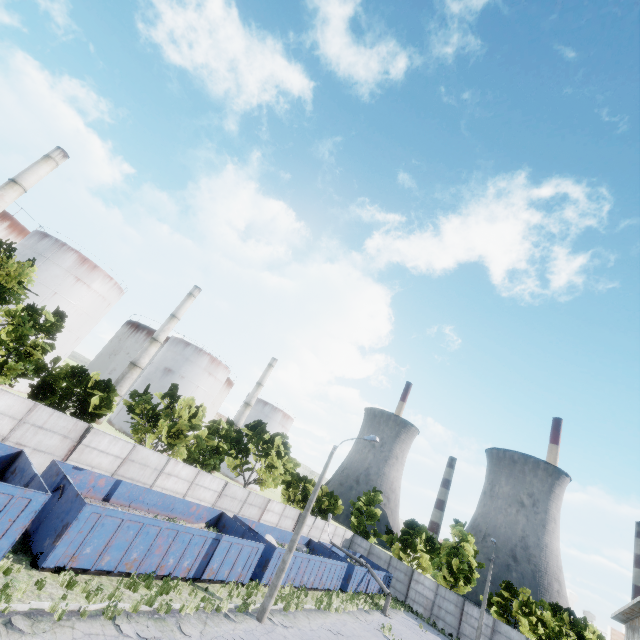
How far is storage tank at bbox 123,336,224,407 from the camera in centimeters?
5422cm

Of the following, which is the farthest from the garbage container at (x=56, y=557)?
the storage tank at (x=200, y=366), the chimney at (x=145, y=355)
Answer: the storage tank at (x=200, y=366)

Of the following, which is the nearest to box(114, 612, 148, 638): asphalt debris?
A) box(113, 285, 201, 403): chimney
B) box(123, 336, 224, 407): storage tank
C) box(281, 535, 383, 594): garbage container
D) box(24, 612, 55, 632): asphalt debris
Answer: box(24, 612, 55, 632): asphalt debris

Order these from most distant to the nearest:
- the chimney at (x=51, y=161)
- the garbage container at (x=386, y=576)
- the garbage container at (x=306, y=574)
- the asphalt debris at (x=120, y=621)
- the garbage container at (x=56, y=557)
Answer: the chimney at (x=51, y=161) → the garbage container at (x=386, y=576) → the garbage container at (x=306, y=574) → the garbage container at (x=56, y=557) → the asphalt debris at (x=120, y=621)

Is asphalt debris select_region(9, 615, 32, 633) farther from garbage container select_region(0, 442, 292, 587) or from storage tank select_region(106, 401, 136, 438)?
storage tank select_region(106, 401, 136, 438)

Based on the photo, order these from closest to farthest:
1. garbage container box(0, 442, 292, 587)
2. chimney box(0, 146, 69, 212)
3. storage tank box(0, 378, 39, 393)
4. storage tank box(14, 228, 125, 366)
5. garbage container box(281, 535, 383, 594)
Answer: garbage container box(0, 442, 292, 587) → garbage container box(281, 535, 383, 594) → chimney box(0, 146, 69, 212) → storage tank box(0, 378, 39, 393) → storage tank box(14, 228, 125, 366)

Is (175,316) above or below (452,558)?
above

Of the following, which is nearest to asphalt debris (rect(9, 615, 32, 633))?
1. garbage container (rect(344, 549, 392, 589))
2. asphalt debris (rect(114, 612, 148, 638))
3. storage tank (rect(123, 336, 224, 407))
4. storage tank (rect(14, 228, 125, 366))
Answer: asphalt debris (rect(114, 612, 148, 638))
